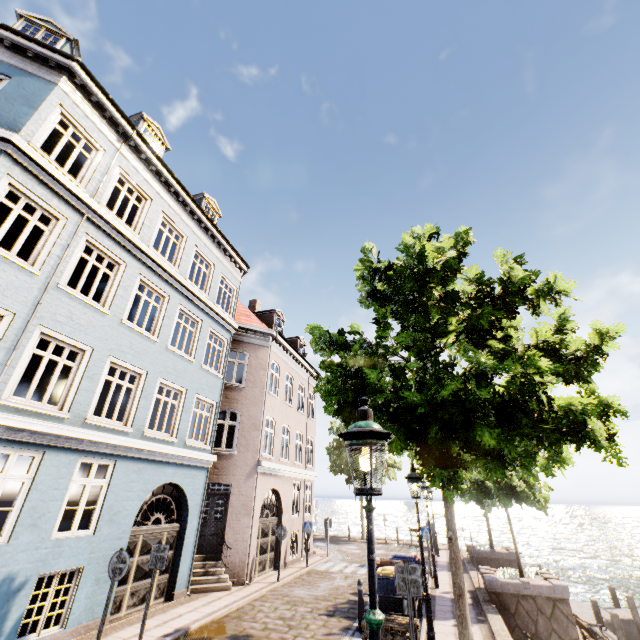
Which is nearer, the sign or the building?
the sign

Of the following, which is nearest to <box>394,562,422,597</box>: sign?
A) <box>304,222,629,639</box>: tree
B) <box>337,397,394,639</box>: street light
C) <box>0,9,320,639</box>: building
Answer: <box>304,222,629,639</box>: tree

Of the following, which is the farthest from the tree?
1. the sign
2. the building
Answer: the building

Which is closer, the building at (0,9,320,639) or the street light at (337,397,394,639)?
the street light at (337,397,394,639)

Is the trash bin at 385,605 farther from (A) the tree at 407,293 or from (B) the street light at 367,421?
(B) the street light at 367,421

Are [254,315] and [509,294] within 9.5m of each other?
no

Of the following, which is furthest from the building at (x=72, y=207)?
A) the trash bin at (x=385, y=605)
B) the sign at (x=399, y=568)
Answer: the sign at (x=399, y=568)
